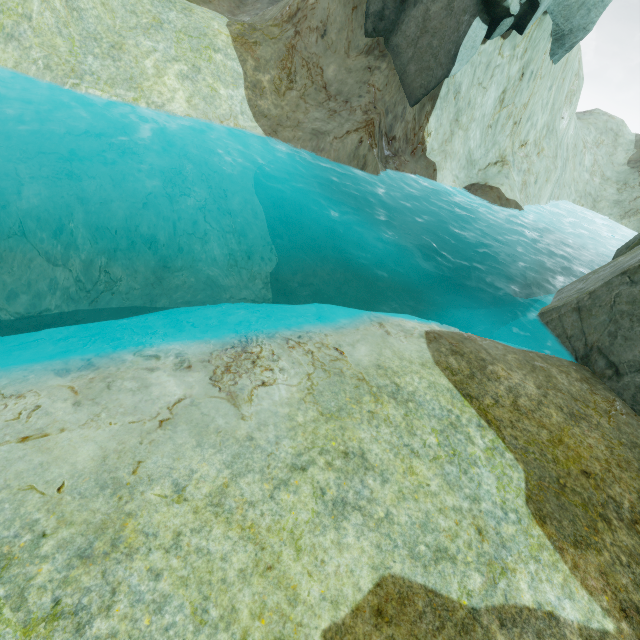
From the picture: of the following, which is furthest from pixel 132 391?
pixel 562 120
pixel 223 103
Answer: pixel 562 120

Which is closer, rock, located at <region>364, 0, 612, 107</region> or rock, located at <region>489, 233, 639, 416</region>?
rock, located at <region>489, 233, 639, 416</region>

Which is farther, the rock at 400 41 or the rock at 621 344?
the rock at 400 41

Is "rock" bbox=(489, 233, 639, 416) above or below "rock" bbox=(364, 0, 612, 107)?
below

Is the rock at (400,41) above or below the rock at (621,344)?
above
